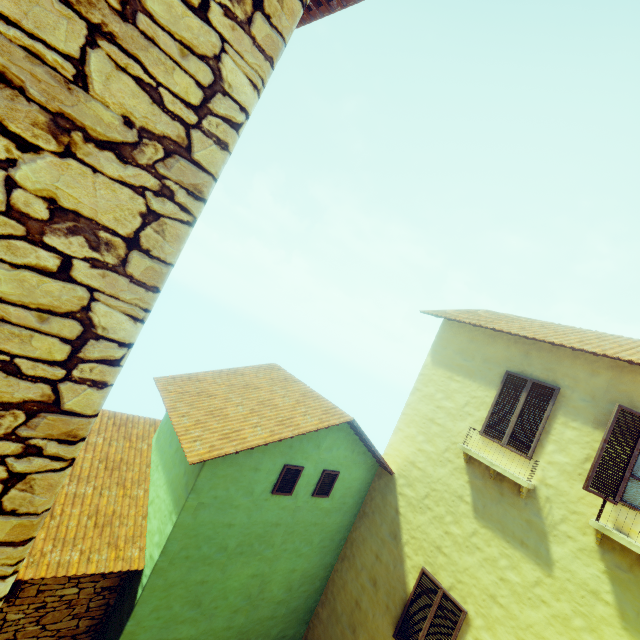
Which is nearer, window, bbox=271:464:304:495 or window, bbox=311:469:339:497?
window, bbox=271:464:304:495

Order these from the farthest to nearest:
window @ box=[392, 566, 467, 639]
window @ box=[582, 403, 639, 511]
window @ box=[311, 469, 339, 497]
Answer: window @ box=[311, 469, 339, 497]
window @ box=[392, 566, 467, 639]
window @ box=[582, 403, 639, 511]

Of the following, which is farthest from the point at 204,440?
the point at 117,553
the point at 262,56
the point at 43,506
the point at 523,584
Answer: the point at 523,584

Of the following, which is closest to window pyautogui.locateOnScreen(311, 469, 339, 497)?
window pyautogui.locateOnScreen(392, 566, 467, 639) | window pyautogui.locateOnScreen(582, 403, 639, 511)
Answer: window pyautogui.locateOnScreen(392, 566, 467, 639)

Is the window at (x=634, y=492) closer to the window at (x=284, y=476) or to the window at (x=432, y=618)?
the window at (x=432, y=618)

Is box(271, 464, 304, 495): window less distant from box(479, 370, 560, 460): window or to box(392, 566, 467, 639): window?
box(392, 566, 467, 639): window

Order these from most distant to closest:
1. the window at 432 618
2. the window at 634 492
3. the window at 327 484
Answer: the window at 327 484, the window at 432 618, the window at 634 492

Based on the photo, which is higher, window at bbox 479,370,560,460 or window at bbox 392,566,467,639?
window at bbox 479,370,560,460
